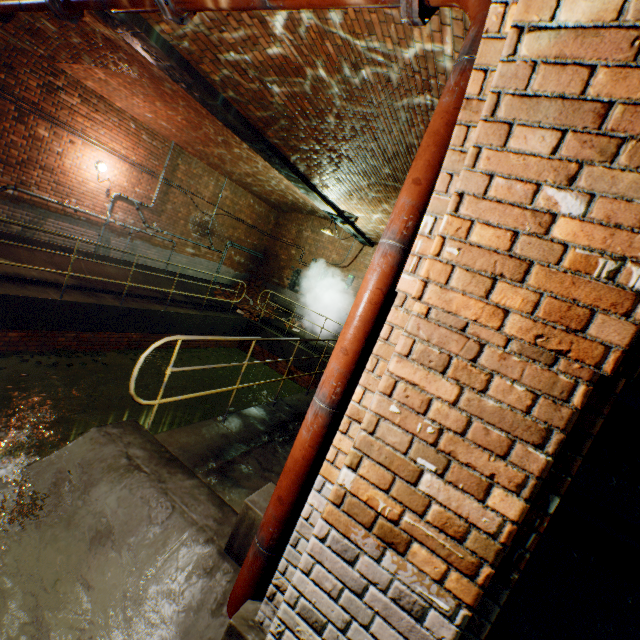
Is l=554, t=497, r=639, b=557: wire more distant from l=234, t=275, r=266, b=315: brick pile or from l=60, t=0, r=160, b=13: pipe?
l=234, t=275, r=266, b=315: brick pile

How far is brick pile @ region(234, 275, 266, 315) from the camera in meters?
13.0 m

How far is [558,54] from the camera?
1.0 meters

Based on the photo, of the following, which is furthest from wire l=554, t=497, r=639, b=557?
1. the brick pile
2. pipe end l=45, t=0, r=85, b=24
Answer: the brick pile

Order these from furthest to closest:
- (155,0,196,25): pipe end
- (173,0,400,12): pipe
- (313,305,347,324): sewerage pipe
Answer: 1. (313,305,347,324): sewerage pipe
2. (155,0,196,25): pipe end
3. (173,0,400,12): pipe

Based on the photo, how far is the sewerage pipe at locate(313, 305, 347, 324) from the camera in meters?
12.6

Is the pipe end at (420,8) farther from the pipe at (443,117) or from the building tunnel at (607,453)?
the building tunnel at (607,453)

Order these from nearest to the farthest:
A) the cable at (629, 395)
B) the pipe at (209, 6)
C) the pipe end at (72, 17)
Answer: the cable at (629, 395), the pipe at (209, 6), the pipe end at (72, 17)
